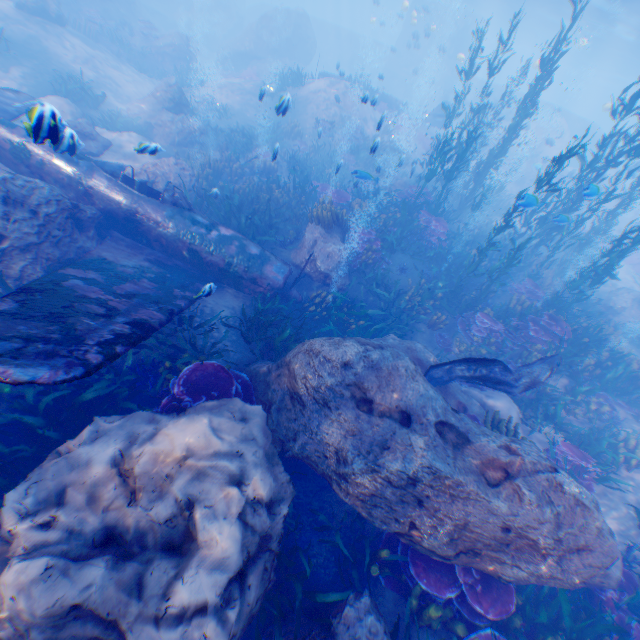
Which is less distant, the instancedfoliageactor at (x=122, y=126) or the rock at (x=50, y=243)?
the rock at (x=50, y=243)

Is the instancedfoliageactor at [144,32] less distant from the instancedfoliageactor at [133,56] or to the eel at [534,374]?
the eel at [534,374]

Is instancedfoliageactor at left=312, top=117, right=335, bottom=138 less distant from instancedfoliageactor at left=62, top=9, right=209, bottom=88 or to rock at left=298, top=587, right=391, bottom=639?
rock at left=298, top=587, right=391, bottom=639

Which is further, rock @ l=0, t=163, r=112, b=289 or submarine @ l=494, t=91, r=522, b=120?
submarine @ l=494, t=91, r=522, b=120

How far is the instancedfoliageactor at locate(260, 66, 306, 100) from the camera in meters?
19.7 m

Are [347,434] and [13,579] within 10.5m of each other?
yes

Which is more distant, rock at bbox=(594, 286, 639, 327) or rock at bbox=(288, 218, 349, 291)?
rock at bbox=(594, 286, 639, 327)

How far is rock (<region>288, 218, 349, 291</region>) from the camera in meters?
10.2 m
